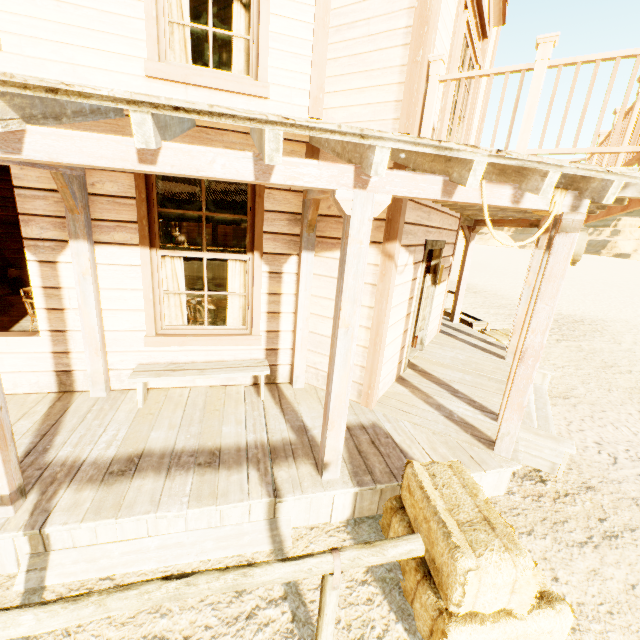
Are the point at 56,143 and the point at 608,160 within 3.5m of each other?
no

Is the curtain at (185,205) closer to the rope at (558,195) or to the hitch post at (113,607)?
the rope at (558,195)

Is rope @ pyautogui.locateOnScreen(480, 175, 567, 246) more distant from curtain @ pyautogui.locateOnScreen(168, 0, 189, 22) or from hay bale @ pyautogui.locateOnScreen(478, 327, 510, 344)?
hay bale @ pyautogui.locateOnScreen(478, 327, 510, 344)

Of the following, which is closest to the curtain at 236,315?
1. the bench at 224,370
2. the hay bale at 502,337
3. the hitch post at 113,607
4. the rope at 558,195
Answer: the bench at 224,370

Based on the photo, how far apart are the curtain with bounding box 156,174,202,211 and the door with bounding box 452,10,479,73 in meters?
2.5 m

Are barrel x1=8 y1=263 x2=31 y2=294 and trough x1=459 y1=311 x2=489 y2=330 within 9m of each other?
no

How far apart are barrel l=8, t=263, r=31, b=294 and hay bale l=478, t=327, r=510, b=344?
11.6 meters

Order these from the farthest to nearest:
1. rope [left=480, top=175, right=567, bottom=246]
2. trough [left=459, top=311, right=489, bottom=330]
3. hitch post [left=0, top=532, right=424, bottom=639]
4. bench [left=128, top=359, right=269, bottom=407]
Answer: trough [left=459, top=311, right=489, bottom=330], bench [left=128, top=359, right=269, bottom=407], rope [left=480, top=175, right=567, bottom=246], hitch post [left=0, top=532, right=424, bottom=639]
